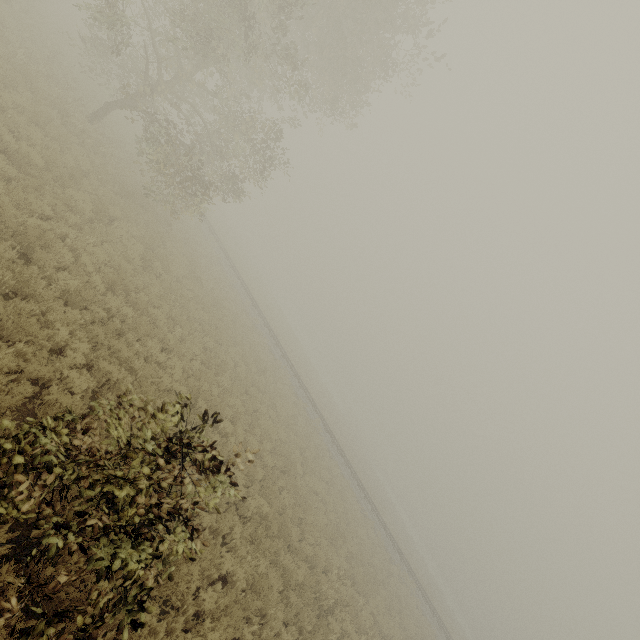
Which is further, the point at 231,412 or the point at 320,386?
the point at 320,386

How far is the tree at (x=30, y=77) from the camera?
12.4m

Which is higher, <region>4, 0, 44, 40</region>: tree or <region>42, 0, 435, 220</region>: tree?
<region>42, 0, 435, 220</region>: tree

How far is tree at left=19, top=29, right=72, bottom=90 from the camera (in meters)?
12.37

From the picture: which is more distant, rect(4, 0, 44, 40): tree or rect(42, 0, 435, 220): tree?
rect(4, 0, 44, 40): tree

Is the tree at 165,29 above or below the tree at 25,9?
above
